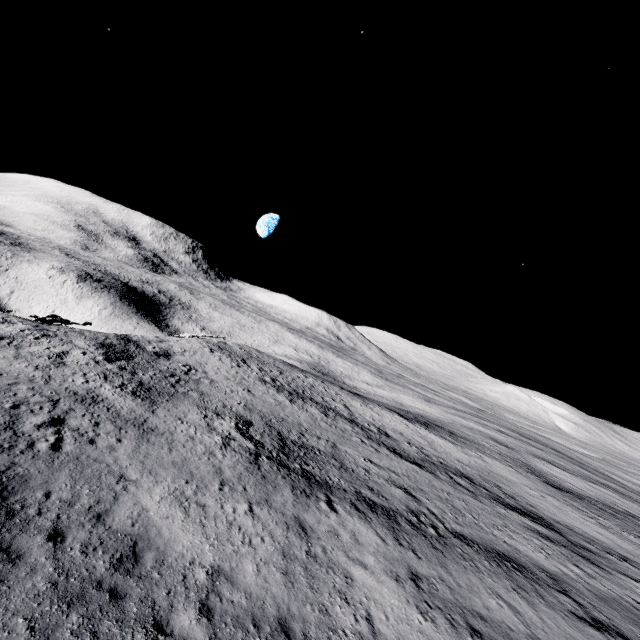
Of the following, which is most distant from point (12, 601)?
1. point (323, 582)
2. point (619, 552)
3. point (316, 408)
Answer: point (619, 552)
